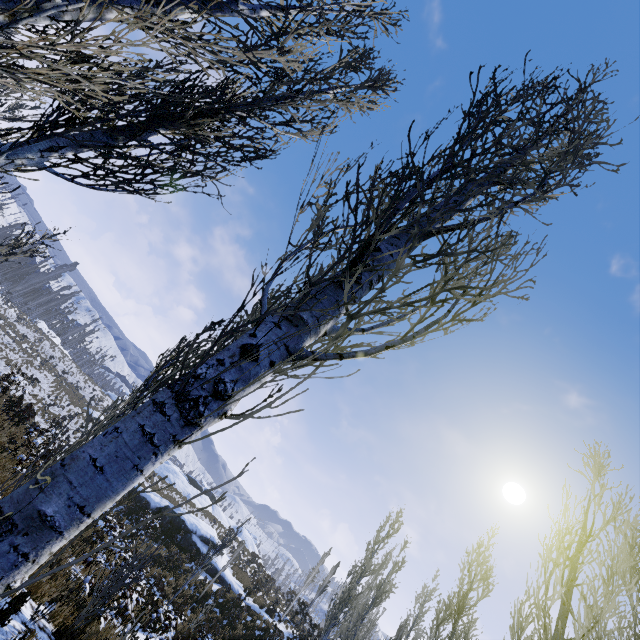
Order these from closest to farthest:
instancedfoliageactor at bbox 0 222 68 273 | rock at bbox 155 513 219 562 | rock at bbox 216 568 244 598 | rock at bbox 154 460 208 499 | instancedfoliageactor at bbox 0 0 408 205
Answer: instancedfoliageactor at bbox 0 0 408 205
instancedfoliageactor at bbox 0 222 68 273
rock at bbox 216 568 244 598
rock at bbox 155 513 219 562
rock at bbox 154 460 208 499

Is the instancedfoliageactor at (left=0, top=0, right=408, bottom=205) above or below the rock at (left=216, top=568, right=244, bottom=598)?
above

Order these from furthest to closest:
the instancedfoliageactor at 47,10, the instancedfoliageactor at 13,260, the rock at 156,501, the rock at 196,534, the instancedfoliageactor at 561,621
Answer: the rock at 156,501, the rock at 196,534, the instancedfoliageactor at 13,260, the instancedfoliageactor at 561,621, the instancedfoliageactor at 47,10

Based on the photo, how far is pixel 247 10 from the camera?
3.2 meters

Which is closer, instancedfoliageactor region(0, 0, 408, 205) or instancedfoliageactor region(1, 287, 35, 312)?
instancedfoliageactor region(0, 0, 408, 205)

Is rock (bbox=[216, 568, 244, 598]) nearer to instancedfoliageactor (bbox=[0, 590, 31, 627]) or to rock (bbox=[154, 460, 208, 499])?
instancedfoliageactor (bbox=[0, 590, 31, 627])

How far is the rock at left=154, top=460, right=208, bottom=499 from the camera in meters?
39.9

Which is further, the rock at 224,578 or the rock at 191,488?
the rock at 191,488
